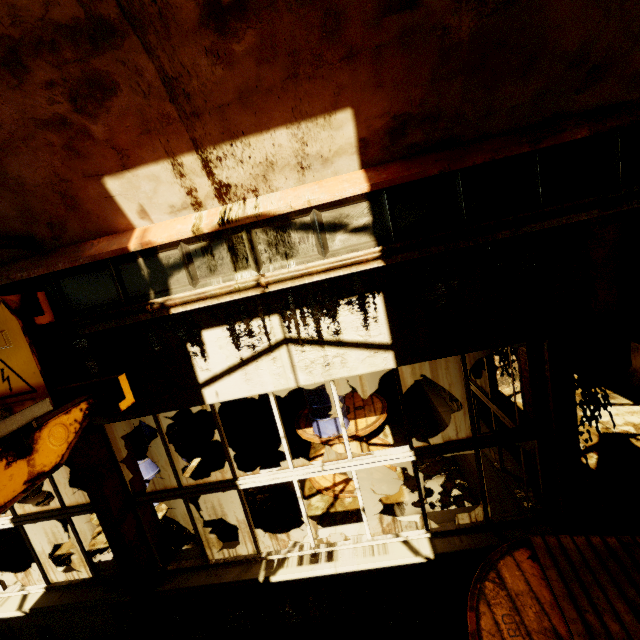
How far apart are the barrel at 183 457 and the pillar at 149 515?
3.7m

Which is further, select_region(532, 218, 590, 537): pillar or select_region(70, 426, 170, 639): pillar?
select_region(70, 426, 170, 639): pillar

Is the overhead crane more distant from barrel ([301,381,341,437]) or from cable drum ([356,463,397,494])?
cable drum ([356,463,397,494])

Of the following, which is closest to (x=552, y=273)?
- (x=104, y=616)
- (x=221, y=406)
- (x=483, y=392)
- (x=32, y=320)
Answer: (x=483, y=392)

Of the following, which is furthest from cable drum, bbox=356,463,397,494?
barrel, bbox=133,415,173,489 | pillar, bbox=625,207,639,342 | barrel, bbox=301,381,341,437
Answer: pillar, bbox=625,207,639,342

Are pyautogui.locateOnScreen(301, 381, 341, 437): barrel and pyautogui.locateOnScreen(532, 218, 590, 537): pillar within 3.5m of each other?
yes

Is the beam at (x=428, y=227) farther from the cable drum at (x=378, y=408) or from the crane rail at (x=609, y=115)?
the cable drum at (x=378, y=408)

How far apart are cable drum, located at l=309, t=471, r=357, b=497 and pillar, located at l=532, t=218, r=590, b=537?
2.66m
